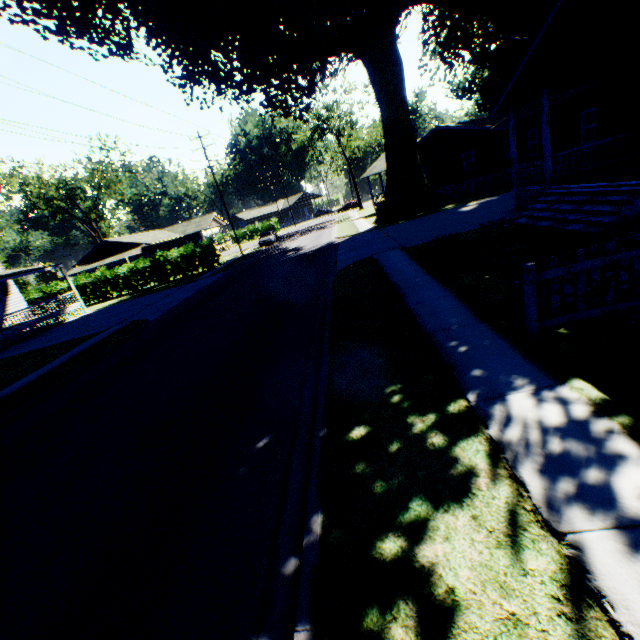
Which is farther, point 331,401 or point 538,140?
point 538,140

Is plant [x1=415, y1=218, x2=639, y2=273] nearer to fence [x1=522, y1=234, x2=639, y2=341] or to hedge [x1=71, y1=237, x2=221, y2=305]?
fence [x1=522, y1=234, x2=639, y2=341]

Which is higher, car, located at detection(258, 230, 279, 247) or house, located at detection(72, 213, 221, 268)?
house, located at detection(72, 213, 221, 268)

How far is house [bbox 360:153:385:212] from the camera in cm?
3862

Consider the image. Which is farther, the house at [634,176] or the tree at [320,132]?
the tree at [320,132]

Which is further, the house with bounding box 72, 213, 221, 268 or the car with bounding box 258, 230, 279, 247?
the house with bounding box 72, 213, 221, 268

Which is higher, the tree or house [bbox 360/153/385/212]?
the tree

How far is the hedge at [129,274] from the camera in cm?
3199
